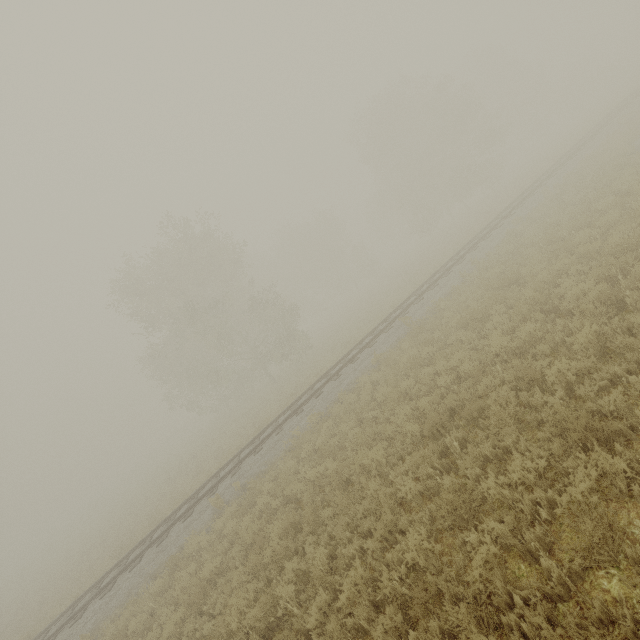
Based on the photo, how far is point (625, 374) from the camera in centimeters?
522cm
